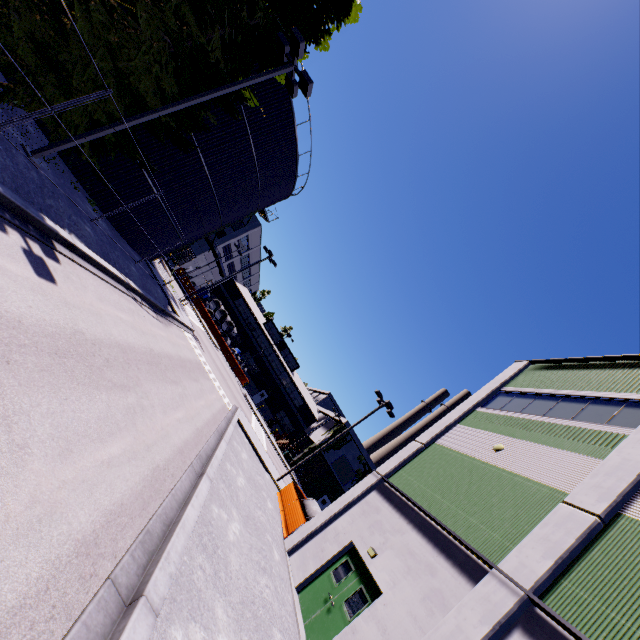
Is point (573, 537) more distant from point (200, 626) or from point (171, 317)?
point (171, 317)

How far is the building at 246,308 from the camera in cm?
5681

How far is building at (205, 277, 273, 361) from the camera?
56.8m

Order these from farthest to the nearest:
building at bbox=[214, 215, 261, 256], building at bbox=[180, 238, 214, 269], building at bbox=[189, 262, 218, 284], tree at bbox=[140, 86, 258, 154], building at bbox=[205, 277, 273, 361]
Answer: building at bbox=[205, 277, 273, 361] → building at bbox=[189, 262, 218, 284] → building at bbox=[214, 215, 261, 256] → building at bbox=[180, 238, 214, 269] → tree at bbox=[140, 86, 258, 154]

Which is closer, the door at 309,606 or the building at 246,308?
the door at 309,606

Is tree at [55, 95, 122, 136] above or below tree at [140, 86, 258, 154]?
below

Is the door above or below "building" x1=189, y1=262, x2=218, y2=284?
below
